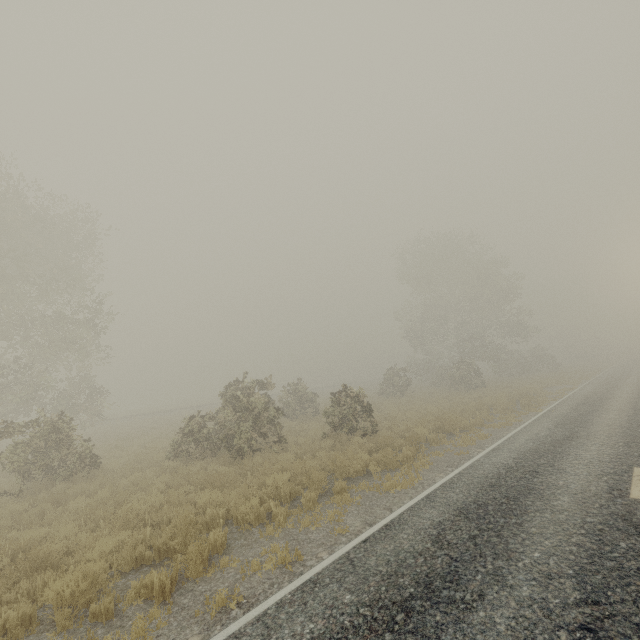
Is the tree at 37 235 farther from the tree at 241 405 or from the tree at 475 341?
the tree at 475 341

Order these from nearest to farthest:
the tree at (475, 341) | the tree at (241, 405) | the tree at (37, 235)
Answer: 1. the tree at (37, 235)
2. the tree at (241, 405)
3. the tree at (475, 341)

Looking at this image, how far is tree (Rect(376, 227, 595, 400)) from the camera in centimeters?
3203cm

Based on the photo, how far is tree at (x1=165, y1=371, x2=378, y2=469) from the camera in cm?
1327

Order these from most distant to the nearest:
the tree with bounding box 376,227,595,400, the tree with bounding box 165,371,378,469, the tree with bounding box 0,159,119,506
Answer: the tree with bounding box 376,227,595,400, the tree with bounding box 165,371,378,469, the tree with bounding box 0,159,119,506

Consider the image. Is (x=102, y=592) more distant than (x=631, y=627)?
Yes

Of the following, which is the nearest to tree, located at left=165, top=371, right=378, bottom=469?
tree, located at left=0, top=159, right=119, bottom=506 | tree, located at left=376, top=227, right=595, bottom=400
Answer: tree, located at left=0, top=159, right=119, bottom=506
